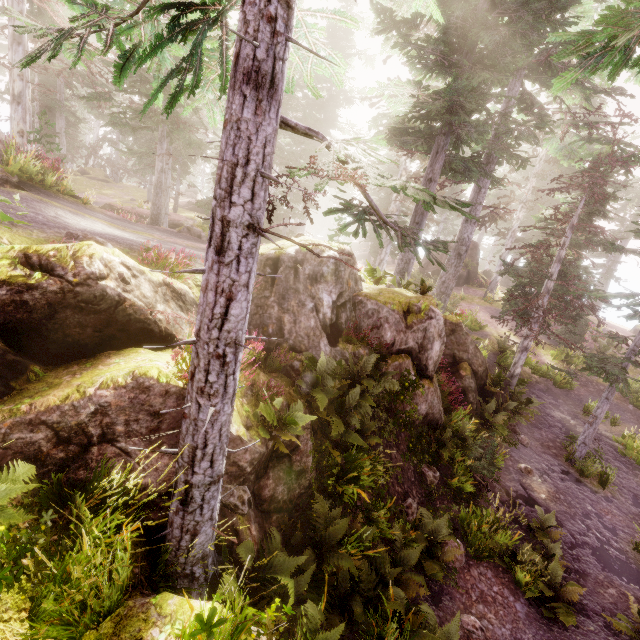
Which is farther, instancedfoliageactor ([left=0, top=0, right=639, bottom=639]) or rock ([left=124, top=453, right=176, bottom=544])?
rock ([left=124, top=453, right=176, bottom=544])

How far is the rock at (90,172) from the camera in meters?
35.1 m

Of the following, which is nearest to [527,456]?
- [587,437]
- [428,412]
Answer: [587,437]

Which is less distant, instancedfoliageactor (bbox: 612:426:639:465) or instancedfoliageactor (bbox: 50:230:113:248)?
instancedfoliageactor (bbox: 50:230:113:248)

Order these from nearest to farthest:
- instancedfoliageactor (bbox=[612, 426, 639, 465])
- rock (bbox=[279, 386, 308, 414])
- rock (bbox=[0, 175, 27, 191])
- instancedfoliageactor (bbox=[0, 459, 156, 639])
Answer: instancedfoliageactor (bbox=[0, 459, 156, 639]) → rock (bbox=[279, 386, 308, 414]) → rock (bbox=[0, 175, 27, 191]) → instancedfoliageactor (bbox=[612, 426, 639, 465])

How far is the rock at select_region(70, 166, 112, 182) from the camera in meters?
35.1

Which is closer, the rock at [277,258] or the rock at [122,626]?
the rock at [122,626]

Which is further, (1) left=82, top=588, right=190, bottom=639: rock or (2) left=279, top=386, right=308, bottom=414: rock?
(2) left=279, top=386, right=308, bottom=414: rock
